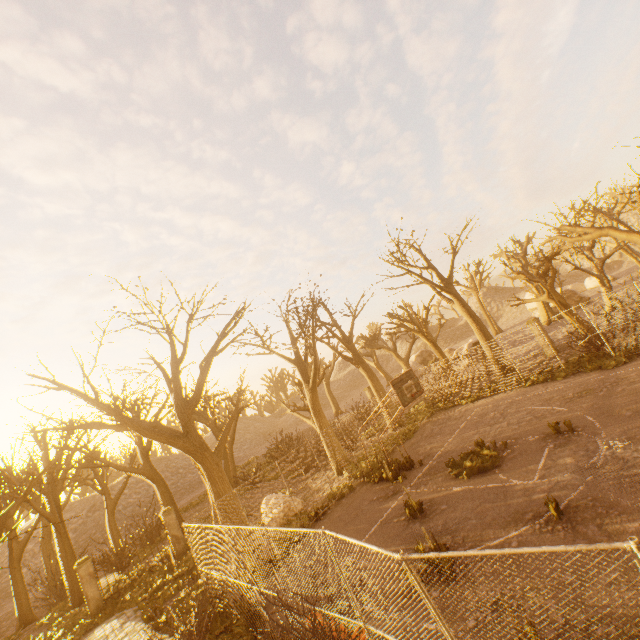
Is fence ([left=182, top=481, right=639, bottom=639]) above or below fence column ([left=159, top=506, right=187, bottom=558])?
above

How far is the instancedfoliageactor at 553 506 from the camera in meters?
7.2 m

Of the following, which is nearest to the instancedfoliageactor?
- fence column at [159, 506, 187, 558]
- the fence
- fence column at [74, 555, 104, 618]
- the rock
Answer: the fence

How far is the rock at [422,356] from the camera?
41.9m

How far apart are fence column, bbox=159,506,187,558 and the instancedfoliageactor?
18.7m

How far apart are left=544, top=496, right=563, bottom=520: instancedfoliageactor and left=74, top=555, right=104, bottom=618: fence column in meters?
Answer: 19.7 m

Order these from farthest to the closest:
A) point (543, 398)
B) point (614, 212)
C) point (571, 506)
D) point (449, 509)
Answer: point (614, 212), point (543, 398), point (449, 509), point (571, 506)

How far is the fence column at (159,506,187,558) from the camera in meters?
17.8 m
